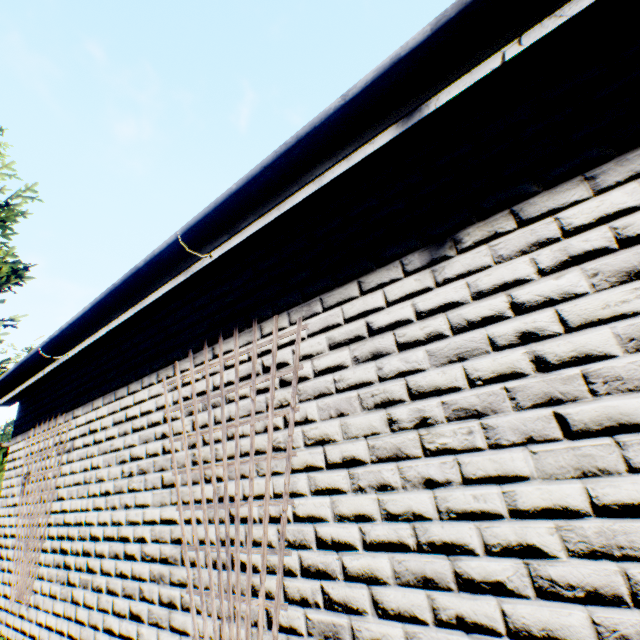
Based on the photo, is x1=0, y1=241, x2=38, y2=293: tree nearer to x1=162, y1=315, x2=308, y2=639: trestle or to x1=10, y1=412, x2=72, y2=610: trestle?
x1=10, y1=412, x2=72, y2=610: trestle

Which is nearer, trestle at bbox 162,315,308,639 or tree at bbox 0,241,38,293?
trestle at bbox 162,315,308,639

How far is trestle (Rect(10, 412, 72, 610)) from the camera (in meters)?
3.37

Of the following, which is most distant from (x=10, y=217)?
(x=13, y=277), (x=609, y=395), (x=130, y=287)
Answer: (x=609, y=395)

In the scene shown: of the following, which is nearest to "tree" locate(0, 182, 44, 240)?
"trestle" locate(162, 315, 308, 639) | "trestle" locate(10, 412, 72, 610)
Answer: "trestle" locate(10, 412, 72, 610)

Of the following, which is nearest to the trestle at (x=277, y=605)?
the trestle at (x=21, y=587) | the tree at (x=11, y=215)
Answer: the trestle at (x=21, y=587)

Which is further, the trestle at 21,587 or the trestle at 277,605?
the trestle at 21,587
